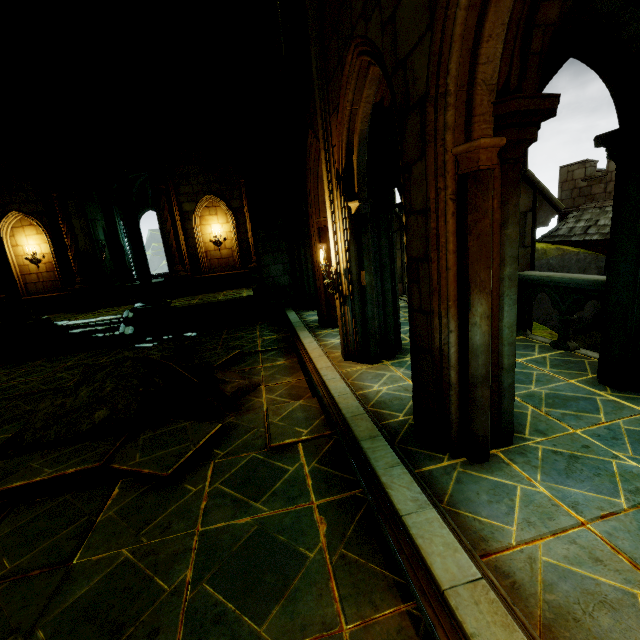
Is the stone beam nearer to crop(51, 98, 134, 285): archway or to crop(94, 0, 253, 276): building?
crop(94, 0, 253, 276): building

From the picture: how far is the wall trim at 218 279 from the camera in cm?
1656

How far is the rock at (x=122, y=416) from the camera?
5.12m

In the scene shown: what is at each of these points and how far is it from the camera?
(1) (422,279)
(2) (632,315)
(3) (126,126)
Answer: (1) building, 3.24m
(2) stone column, 3.99m
(3) archway, 14.90m

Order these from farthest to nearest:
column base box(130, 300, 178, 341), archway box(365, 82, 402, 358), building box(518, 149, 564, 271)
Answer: column base box(130, 300, 178, 341), building box(518, 149, 564, 271), archway box(365, 82, 402, 358)

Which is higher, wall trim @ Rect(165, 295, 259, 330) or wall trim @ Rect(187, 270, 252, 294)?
wall trim @ Rect(187, 270, 252, 294)

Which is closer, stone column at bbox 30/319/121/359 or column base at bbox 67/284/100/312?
stone column at bbox 30/319/121/359

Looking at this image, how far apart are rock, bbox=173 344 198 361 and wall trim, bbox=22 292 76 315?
10.1 meters
